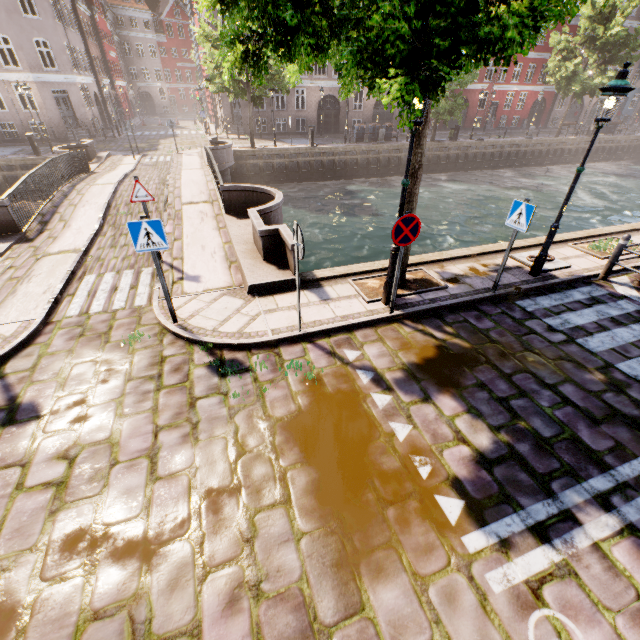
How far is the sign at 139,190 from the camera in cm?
712

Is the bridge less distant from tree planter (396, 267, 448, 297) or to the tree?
tree planter (396, 267, 448, 297)

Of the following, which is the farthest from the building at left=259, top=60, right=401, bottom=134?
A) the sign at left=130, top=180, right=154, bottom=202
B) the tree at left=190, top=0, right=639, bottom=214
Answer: the sign at left=130, top=180, right=154, bottom=202

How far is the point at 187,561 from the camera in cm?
304

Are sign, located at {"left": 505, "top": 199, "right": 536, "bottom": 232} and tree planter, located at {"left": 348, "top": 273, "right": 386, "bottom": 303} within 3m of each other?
yes

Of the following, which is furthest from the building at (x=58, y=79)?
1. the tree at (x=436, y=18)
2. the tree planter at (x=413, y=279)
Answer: the tree planter at (x=413, y=279)

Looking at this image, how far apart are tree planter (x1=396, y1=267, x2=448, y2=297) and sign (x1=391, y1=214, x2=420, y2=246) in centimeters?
148cm

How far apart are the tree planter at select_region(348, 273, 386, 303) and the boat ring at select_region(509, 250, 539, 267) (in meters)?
2.66
